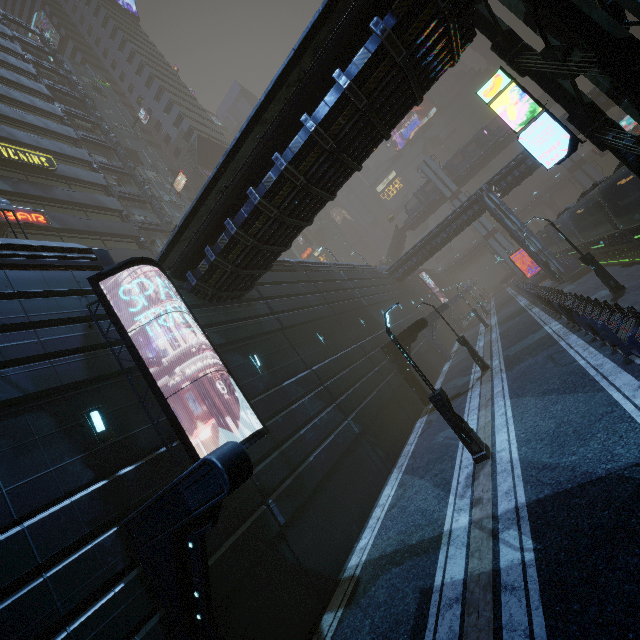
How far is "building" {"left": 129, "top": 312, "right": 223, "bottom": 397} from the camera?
9.6 meters

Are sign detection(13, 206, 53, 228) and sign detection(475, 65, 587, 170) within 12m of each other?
no

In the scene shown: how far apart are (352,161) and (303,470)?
10.4 meters

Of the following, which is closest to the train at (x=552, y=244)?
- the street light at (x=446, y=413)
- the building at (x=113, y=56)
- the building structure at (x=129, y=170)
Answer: the building at (x=113, y=56)

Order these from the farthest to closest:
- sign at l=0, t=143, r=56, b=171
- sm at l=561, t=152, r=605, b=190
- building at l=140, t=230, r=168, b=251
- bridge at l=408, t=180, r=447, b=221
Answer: bridge at l=408, t=180, r=447, b=221
sm at l=561, t=152, r=605, b=190
building at l=140, t=230, r=168, b=251
sign at l=0, t=143, r=56, b=171

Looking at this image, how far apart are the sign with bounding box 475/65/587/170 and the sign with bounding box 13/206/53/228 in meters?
25.5

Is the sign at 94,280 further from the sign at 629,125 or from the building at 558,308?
the sign at 629,125

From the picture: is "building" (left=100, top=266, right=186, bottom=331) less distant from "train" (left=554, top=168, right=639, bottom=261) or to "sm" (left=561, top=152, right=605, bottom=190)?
"sm" (left=561, top=152, right=605, bottom=190)
